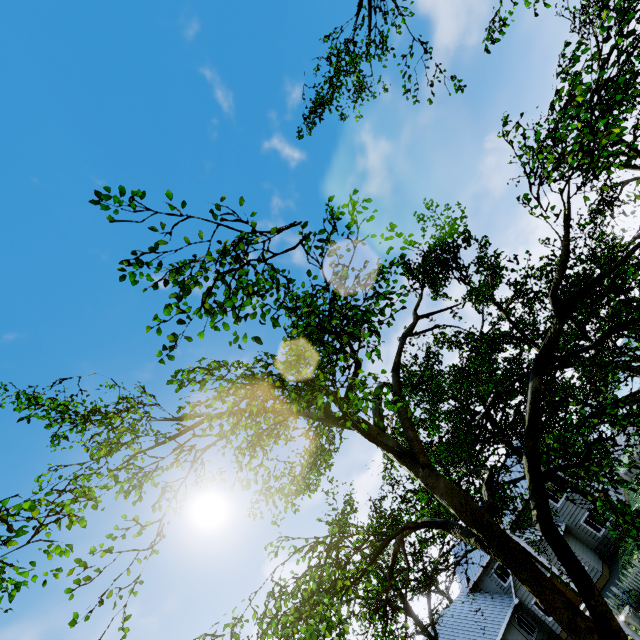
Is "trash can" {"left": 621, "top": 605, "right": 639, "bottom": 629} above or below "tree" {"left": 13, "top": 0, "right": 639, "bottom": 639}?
below

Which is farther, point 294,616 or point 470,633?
point 470,633

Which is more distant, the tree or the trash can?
the trash can

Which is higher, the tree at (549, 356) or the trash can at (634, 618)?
the tree at (549, 356)

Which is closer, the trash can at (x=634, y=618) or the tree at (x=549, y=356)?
the tree at (x=549, y=356)
